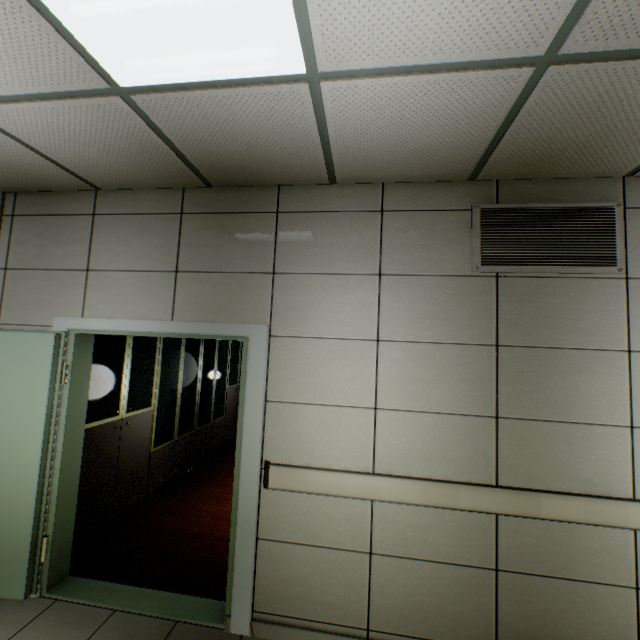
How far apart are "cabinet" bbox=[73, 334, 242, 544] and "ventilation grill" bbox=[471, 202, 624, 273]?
3.40m

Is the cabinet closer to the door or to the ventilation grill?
the door

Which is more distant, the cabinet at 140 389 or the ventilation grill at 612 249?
the cabinet at 140 389

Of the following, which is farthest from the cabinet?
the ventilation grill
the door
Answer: the ventilation grill

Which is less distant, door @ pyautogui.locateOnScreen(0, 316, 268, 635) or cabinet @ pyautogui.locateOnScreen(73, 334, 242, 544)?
door @ pyautogui.locateOnScreen(0, 316, 268, 635)

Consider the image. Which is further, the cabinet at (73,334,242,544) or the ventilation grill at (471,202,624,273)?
the cabinet at (73,334,242,544)

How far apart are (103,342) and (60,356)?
0.6 meters

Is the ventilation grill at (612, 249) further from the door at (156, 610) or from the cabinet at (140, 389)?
the cabinet at (140, 389)
